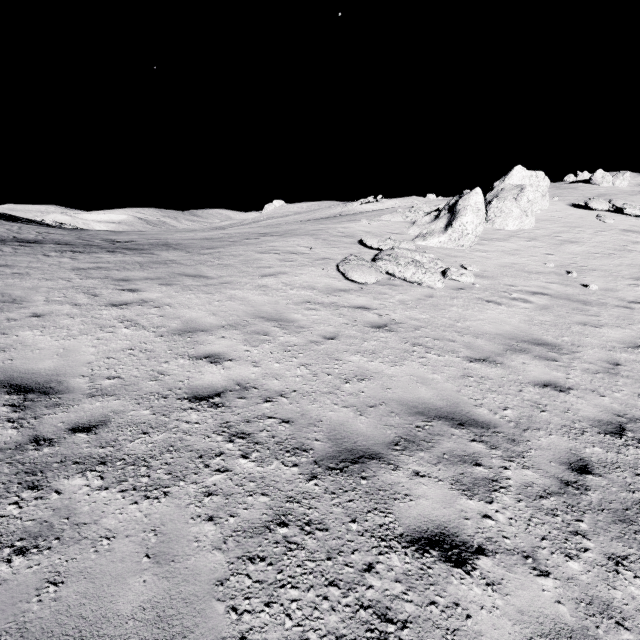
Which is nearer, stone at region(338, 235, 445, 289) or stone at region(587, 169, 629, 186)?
stone at region(338, 235, 445, 289)

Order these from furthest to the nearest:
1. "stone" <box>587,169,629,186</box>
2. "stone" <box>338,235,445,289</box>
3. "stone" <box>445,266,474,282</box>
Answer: "stone" <box>587,169,629,186</box> < "stone" <box>445,266,474,282</box> < "stone" <box>338,235,445,289</box>

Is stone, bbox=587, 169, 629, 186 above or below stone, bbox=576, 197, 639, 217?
above

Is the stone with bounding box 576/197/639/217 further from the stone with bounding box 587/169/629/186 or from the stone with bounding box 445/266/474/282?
the stone with bounding box 587/169/629/186

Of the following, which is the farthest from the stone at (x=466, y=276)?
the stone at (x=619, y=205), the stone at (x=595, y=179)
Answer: the stone at (x=595, y=179)

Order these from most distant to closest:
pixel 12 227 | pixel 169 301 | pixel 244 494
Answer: pixel 12 227, pixel 169 301, pixel 244 494

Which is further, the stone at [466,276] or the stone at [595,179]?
the stone at [595,179]

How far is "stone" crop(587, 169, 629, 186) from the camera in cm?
5431
